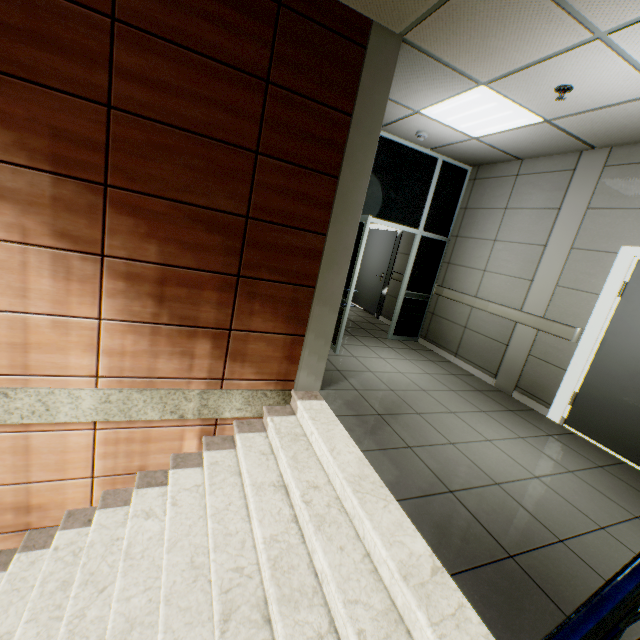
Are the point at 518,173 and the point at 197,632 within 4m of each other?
no

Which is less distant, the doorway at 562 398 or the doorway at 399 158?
the doorway at 562 398

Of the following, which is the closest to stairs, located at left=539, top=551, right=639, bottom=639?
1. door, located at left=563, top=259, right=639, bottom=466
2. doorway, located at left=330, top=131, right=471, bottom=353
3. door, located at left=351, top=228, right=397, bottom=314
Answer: doorway, located at left=330, top=131, right=471, bottom=353

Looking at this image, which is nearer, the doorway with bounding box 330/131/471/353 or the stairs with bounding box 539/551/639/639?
the stairs with bounding box 539/551/639/639

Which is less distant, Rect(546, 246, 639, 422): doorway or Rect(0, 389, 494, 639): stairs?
Rect(0, 389, 494, 639): stairs

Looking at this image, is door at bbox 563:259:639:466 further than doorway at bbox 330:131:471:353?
No

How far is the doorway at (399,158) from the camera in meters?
4.7

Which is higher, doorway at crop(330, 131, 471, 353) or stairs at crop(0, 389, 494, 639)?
doorway at crop(330, 131, 471, 353)
